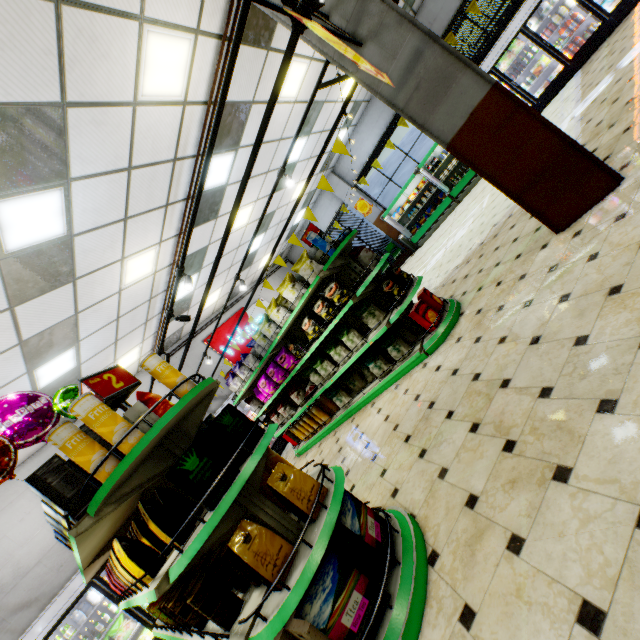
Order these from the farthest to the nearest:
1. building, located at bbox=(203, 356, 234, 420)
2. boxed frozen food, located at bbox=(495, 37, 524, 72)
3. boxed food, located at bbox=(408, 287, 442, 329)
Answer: building, located at bbox=(203, 356, 234, 420), boxed frozen food, located at bbox=(495, 37, 524, 72), boxed food, located at bbox=(408, 287, 442, 329)

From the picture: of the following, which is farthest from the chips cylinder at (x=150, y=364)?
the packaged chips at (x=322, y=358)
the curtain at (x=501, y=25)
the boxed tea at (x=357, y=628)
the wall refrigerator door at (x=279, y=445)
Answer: the curtain at (x=501, y=25)

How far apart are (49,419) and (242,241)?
7.5m

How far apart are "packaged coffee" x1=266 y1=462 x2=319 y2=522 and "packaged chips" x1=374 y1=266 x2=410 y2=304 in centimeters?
283cm

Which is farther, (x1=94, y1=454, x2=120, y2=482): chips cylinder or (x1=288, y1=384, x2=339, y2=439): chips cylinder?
(x1=288, y1=384, x2=339, y2=439): chips cylinder

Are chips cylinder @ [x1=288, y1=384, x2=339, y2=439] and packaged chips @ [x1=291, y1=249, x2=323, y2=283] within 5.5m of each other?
yes

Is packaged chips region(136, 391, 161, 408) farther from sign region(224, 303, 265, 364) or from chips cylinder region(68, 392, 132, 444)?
sign region(224, 303, 265, 364)

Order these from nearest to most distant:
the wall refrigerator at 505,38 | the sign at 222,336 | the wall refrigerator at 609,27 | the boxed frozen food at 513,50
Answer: the wall refrigerator at 609,27, the wall refrigerator at 505,38, the boxed frozen food at 513,50, the sign at 222,336
